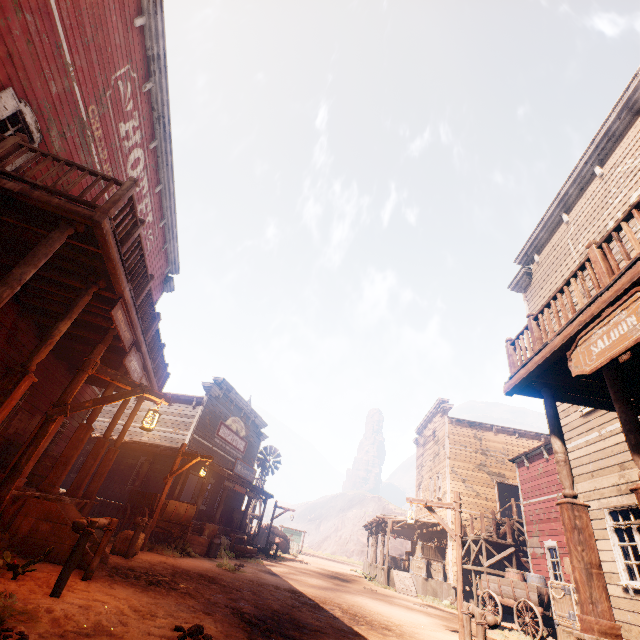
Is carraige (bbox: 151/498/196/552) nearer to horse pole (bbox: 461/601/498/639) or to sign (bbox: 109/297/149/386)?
sign (bbox: 109/297/149/386)

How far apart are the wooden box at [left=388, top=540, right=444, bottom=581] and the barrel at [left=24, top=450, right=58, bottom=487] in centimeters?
1979cm

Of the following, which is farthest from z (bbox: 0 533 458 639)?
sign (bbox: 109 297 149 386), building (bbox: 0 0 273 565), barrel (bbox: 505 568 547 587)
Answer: sign (bbox: 109 297 149 386)

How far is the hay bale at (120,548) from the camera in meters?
8.6 m

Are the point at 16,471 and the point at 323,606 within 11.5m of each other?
yes

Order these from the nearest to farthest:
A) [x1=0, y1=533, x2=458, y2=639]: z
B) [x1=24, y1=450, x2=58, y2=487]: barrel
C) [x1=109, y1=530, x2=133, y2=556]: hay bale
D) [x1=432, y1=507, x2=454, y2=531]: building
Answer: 1. [x1=0, y1=533, x2=458, y2=639]: z
2. [x1=109, y1=530, x2=133, y2=556]: hay bale
3. [x1=24, y1=450, x2=58, y2=487]: barrel
4. [x1=432, y1=507, x2=454, y2=531]: building

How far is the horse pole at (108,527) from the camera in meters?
4.4

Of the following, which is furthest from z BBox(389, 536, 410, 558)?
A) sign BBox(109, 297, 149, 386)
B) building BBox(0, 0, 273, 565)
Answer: sign BBox(109, 297, 149, 386)
